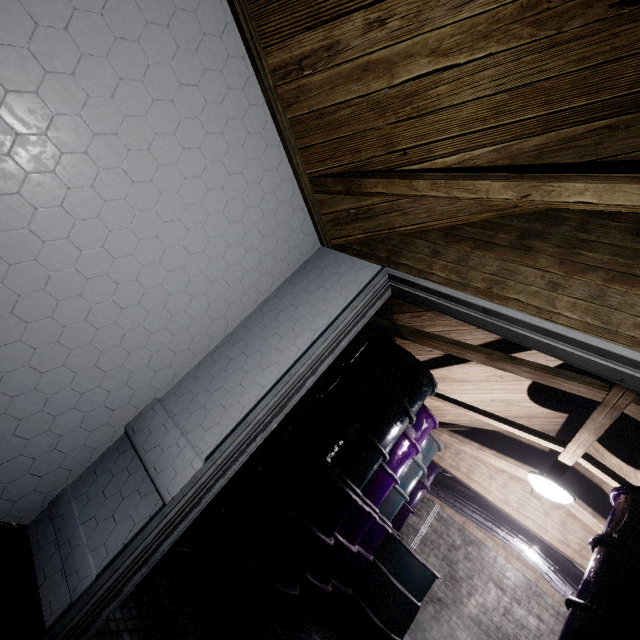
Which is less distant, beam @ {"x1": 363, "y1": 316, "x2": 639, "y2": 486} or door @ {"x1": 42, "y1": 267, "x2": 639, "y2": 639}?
door @ {"x1": 42, "y1": 267, "x2": 639, "y2": 639}

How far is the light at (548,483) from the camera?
2.53m

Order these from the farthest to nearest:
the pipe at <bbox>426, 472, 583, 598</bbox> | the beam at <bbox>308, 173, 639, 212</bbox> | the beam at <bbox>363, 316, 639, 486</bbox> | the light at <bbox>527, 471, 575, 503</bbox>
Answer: the pipe at <bbox>426, 472, 583, 598</bbox> < the light at <bbox>527, 471, 575, 503</bbox> < the beam at <bbox>363, 316, 639, 486</bbox> < the beam at <bbox>308, 173, 639, 212</bbox>

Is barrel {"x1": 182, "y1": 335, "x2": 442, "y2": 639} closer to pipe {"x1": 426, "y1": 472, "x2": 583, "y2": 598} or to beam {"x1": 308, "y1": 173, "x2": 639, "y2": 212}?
beam {"x1": 308, "y1": 173, "x2": 639, "y2": 212}

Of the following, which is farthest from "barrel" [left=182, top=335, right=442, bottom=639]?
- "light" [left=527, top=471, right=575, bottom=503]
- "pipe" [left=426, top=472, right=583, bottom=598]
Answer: "pipe" [left=426, top=472, right=583, bottom=598]

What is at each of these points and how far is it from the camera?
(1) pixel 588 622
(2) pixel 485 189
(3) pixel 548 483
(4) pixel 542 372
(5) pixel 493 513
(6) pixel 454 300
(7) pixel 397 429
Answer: (1) barrel, 1.5m
(2) beam, 1.3m
(3) light, 2.6m
(4) beam, 1.9m
(5) pipe, 4.4m
(6) door, 1.5m
(7) barrel, 2.4m

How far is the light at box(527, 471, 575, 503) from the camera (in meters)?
2.53

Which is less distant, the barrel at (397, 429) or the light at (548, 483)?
the barrel at (397, 429)
